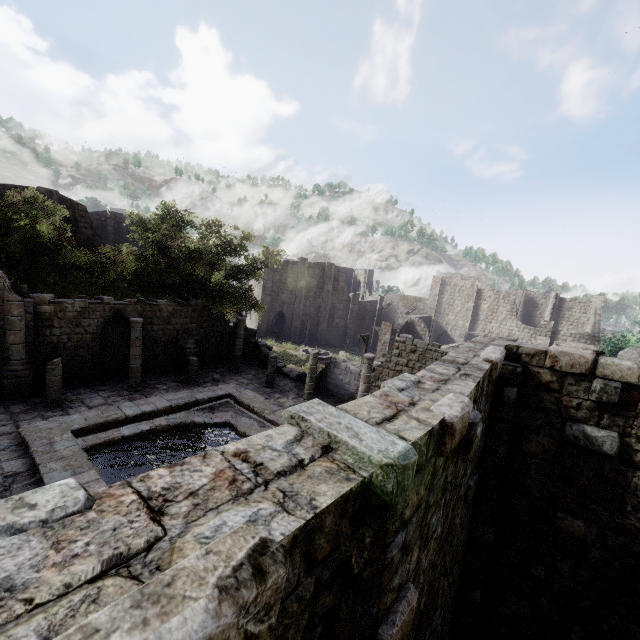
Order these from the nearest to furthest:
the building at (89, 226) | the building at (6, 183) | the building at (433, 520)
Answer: the building at (433, 520), the building at (6, 183), the building at (89, 226)

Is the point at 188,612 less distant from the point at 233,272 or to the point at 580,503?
the point at 580,503

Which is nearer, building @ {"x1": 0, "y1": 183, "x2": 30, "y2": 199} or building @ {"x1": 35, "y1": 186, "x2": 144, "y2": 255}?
building @ {"x1": 0, "y1": 183, "x2": 30, "y2": 199}

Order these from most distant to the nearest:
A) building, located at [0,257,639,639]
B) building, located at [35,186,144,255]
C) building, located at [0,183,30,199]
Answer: building, located at [35,186,144,255] < building, located at [0,183,30,199] < building, located at [0,257,639,639]

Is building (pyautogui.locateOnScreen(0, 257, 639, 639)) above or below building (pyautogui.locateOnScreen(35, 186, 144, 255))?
below

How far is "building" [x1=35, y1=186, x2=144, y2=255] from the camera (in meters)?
26.16

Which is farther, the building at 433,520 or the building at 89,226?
the building at 89,226
